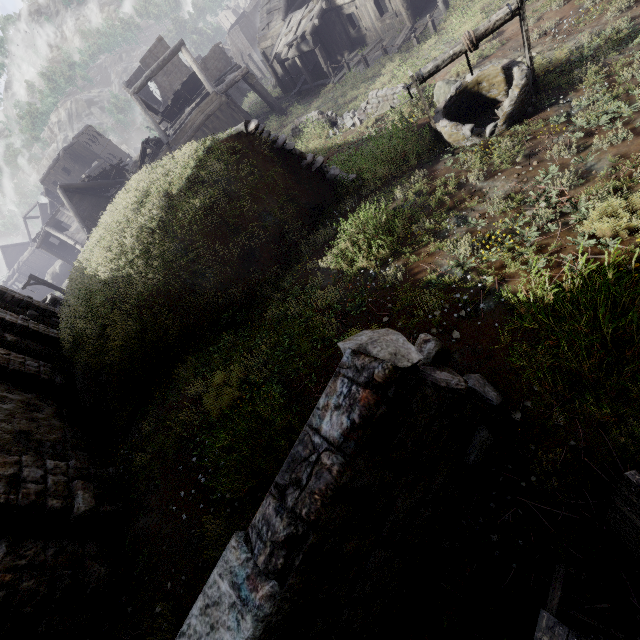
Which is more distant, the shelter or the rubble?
the rubble

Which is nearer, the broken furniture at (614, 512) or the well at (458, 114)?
the broken furniture at (614, 512)

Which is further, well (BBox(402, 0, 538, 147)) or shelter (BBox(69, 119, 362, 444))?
shelter (BBox(69, 119, 362, 444))

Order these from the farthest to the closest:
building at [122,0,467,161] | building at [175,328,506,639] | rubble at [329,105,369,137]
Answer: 1. building at [122,0,467,161]
2. rubble at [329,105,369,137]
3. building at [175,328,506,639]

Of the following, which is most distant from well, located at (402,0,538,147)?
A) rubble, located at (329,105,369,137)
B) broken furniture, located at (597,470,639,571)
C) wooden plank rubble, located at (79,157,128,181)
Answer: wooden plank rubble, located at (79,157,128,181)

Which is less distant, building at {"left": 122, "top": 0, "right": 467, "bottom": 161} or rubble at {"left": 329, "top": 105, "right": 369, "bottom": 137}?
rubble at {"left": 329, "top": 105, "right": 369, "bottom": 137}

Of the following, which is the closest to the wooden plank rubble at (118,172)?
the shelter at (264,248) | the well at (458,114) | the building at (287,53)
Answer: the building at (287,53)

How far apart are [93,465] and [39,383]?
3.5m
